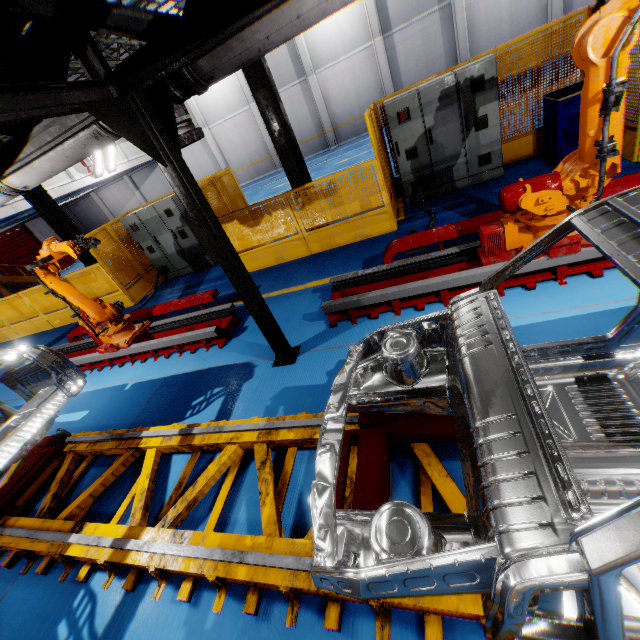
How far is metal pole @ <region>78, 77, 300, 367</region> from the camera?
2.8 meters

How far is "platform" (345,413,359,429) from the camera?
3.0m

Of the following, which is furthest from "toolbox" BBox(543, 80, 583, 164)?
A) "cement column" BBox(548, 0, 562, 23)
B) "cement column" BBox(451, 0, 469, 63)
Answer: "cement column" BBox(548, 0, 562, 23)

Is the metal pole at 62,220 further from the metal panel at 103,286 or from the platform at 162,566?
the platform at 162,566

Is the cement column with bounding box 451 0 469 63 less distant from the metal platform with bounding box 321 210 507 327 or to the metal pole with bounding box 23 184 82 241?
the metal platform with bounding box 321 210 507 327

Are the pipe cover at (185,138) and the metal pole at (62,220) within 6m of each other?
no

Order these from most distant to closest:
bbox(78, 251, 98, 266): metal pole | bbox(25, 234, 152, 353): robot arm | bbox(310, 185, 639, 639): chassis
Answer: bbox(78, 251, 98, 266): metal pole, bbox(25, 234, 152, 353): robot arm, bbox(310, 185, 639, 639): chassis

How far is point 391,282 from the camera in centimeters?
497cm
